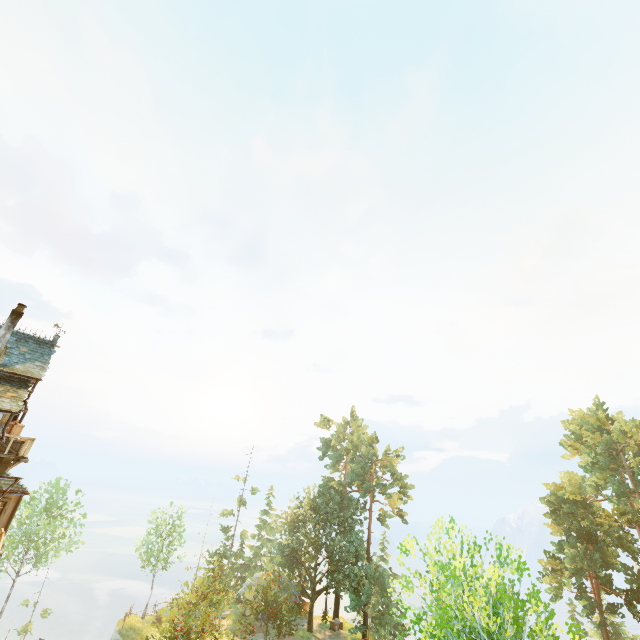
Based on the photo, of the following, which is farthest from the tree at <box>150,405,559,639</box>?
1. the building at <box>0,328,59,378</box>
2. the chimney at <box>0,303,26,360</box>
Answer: the chimney at <box>0,303,26,360</box>

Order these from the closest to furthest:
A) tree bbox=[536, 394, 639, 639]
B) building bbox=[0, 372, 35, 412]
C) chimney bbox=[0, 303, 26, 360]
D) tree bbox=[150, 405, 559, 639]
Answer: tree bbox=[150, 405, 559, 639] < building bbox=[0, 372, 35, 412] < chimney bbox=[0, 303, 26, 360] < tree bbox=[536, 394, 639, 639]

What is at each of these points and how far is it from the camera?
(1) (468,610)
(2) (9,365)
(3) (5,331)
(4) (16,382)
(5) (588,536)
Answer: (1) tree, 7.8 meters
(2) building, 17.7 meters
(3) chimney, 17.9 meters
(4) building, 17.3 meters
(5) tree, 28.8 meters

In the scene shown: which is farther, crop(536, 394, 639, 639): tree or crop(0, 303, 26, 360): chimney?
A: crop(536, 394, 639, 639): tree

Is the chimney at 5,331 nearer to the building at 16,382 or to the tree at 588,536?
the building at 16,382

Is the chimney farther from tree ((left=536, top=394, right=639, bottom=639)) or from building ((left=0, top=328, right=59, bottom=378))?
tree ((left=536, top=394, right=639, bottom=639))
